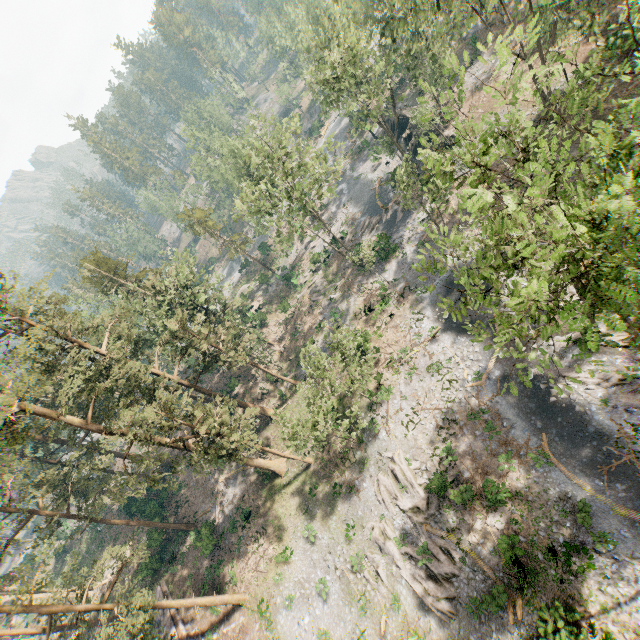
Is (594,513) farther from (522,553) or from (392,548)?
(392,548)

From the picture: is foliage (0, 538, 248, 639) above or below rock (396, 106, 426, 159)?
above

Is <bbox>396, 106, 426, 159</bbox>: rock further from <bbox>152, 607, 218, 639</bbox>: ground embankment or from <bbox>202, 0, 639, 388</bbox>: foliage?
<bbox>152, 607, 218, 639</bbox>: ground embankment

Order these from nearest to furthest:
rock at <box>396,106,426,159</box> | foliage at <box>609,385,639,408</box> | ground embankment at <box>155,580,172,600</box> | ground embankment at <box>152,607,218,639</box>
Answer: foliage at <box>609,385,639,408</box>
ground embankment at <box>152,607,218,639</box>
ground embankment at <box>155,580,172,600</box>
rock at <box>396,106,426,159</box>

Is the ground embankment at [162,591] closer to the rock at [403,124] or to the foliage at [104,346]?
the foliage at [104,346]

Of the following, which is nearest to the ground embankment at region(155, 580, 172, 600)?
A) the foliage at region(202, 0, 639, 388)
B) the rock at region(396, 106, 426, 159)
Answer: the foliage at region(202, 0, 639, 388)

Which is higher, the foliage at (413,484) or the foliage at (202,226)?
the foliage at (202,226)

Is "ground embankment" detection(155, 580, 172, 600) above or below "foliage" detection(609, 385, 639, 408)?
above
